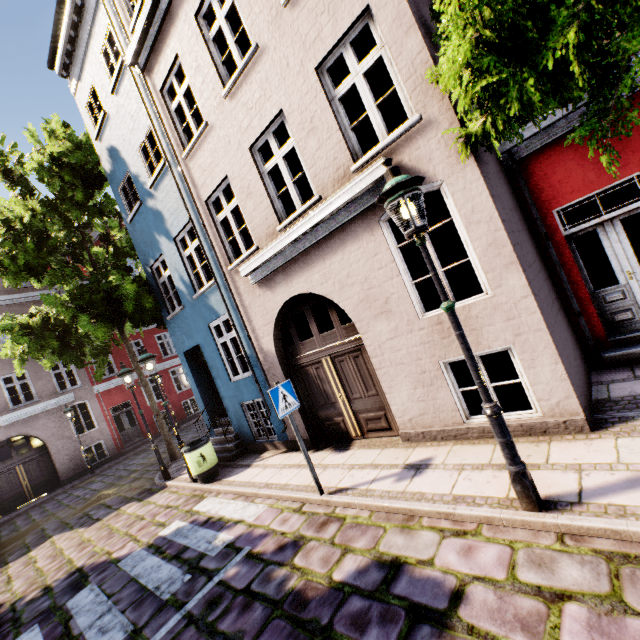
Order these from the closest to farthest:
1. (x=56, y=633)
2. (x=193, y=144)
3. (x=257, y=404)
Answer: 1. (x=56, y=633)
2. (x=193, y=144)
3. (x=257, y=404)

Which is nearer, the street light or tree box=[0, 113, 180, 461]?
the street light

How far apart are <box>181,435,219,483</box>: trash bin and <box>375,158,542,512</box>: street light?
7.1 meters

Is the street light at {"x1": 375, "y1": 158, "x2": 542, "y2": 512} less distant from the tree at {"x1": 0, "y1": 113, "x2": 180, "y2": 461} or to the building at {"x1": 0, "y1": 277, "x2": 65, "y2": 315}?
the building at {"x1": 0, "y1": 277, "x2": 65, "y2": 315}

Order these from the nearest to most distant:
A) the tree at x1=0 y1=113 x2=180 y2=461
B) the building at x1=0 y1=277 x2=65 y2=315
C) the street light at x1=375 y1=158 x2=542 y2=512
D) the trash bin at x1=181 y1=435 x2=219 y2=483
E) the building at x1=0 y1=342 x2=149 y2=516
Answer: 1. the street light at x1=375 y1=158 x2=542 y2=512
2. the trash bin at x1=181 y1=435 x2=219 y2=483
3. the tree at x1=0 y1=113 x2=180 y2=461
4. the building at x1=0 y1=342 x2=149 y2=516
5. the building at x1=0 y1=277 x2=65 y2=315

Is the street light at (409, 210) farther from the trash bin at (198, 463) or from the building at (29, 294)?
the trash bin at (198, 463)

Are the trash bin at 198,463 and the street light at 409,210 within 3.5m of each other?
no

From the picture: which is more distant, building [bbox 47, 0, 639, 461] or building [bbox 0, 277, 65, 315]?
building [bbox 0, 277, 65, 315]
